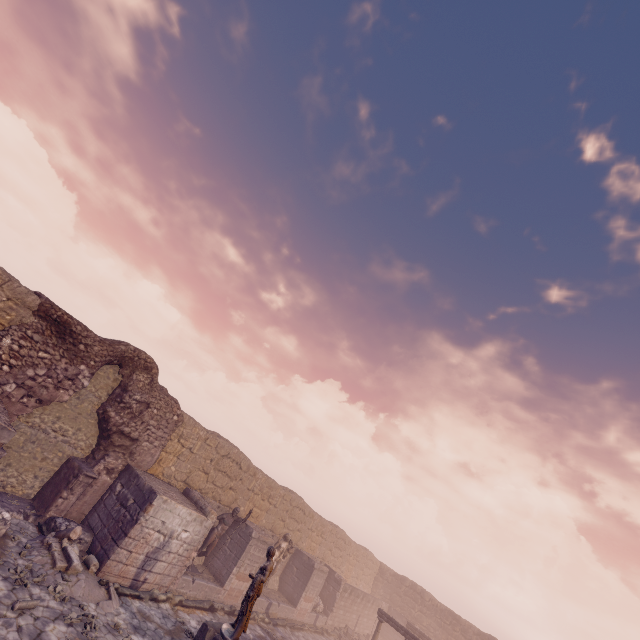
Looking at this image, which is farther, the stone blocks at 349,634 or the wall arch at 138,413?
the stone blocks at 349,634

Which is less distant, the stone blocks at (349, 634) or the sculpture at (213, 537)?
the sculpture at (213, 537)

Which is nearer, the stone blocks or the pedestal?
the pedestal

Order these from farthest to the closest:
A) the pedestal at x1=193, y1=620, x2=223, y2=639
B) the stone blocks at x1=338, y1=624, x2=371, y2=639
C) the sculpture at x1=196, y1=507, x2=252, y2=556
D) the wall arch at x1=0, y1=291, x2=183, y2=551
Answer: the stone blocks at x1=338, y1=624, x2=371, y2=639, the sculpture at x1=196, y1=507, x2=252, y2=556, the wall arch at x1=0, y1=291, x2=183, y2=551, the pedestal at x1=193, y1=620, x2=223, y2=639

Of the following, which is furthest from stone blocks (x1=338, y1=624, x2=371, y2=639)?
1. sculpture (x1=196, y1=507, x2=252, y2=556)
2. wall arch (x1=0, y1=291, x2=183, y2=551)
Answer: wall arch (x1=0, y1=291, x2=183, y2=551)

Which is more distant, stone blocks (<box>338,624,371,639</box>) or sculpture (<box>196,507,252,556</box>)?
stone blocks (<box>338,624,371,639</box>)

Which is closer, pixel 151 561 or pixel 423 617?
pixel 151 561

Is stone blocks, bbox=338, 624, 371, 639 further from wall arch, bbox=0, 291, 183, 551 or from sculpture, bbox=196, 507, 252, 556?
wall arch, bbox=0, 291, 183, 551
